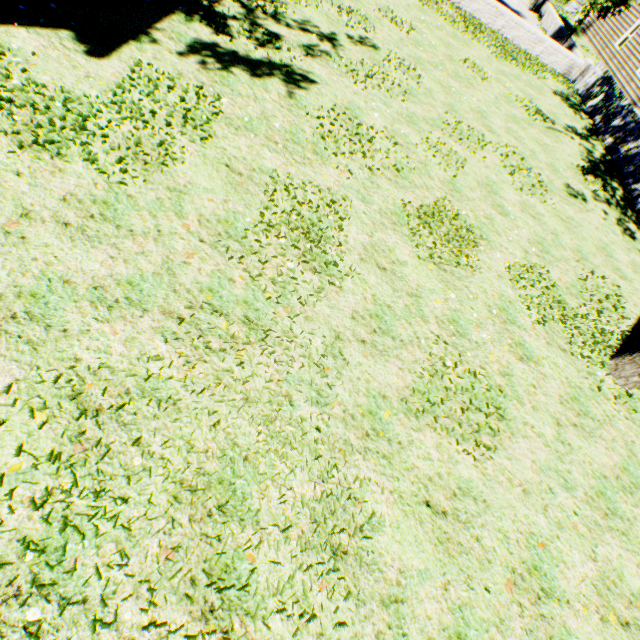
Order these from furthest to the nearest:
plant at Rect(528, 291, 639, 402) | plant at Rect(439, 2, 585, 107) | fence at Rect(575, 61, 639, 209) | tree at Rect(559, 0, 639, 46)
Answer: tree at Rect(559, 0, 639, 46) → plant at Rect(439, 2, 585, 107) → fence at Rect(575, 61, 639, 209) → plant at Rect(528, 291, 639, 402)

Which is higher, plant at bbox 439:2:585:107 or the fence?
the fence

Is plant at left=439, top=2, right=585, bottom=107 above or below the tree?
below

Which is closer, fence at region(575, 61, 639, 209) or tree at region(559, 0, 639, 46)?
fence at region(575, 61, 639, 209)

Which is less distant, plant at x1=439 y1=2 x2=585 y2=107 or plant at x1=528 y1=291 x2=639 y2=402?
plant at x1=528 y1=291 x2=639 y2=402

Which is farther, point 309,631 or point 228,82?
point 228,82

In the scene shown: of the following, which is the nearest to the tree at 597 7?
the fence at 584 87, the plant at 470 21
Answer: the fence at 584 87
